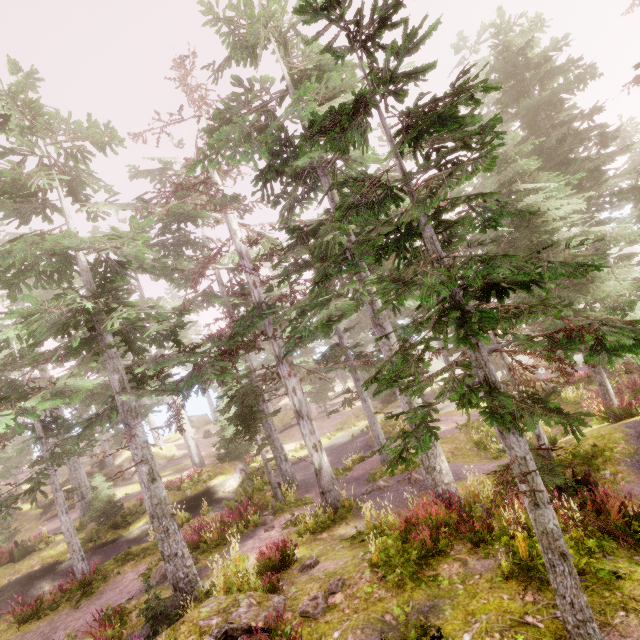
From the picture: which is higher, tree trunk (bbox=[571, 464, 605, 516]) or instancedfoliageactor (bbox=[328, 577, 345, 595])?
instancedfoliageactor (bbox=[328, 577, 345, 595])

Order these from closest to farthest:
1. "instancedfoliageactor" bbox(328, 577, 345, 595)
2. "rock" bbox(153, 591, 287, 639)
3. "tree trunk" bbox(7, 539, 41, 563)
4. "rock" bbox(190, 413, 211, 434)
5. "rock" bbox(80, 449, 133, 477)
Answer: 1. "rock" bbox(153, 591, 287, 639)
2. "instancedfoliageactor" bbox(328, 577, 345, 595)
3. "tree trunk" bbox(7, 539, 41, 563)
4. "rock" bbox(80, 449, 133, 477)
5. "rock" bbox(190, 413, 211, 434)

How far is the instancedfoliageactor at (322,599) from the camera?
6.9 meters

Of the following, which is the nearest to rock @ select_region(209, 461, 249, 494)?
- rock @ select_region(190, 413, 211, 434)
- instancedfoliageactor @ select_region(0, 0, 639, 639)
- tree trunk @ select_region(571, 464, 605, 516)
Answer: instancedfoliageactor @ select_region(0, 0, 639, 639)

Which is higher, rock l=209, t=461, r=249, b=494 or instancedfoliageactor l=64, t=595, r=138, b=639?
instancedfoliageactor l=64, t=595, r=138, b=639

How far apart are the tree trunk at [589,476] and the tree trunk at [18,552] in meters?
28.9 m

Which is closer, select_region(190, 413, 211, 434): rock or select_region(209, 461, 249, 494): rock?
select_region(209, 461, 249, 494): rock

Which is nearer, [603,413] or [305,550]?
[305,550]
